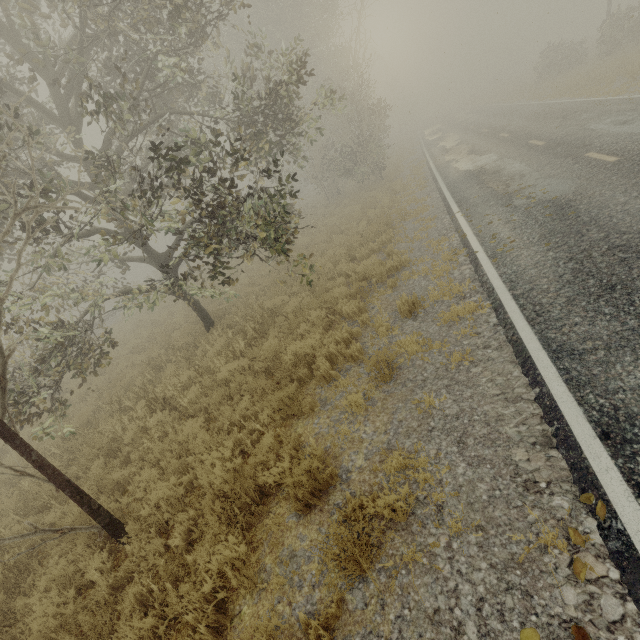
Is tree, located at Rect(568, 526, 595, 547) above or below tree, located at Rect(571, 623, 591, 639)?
above

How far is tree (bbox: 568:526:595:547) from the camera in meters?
2.6 m

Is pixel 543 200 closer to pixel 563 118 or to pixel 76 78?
pixel 563 118

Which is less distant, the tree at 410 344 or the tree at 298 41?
the tree at 410 344
